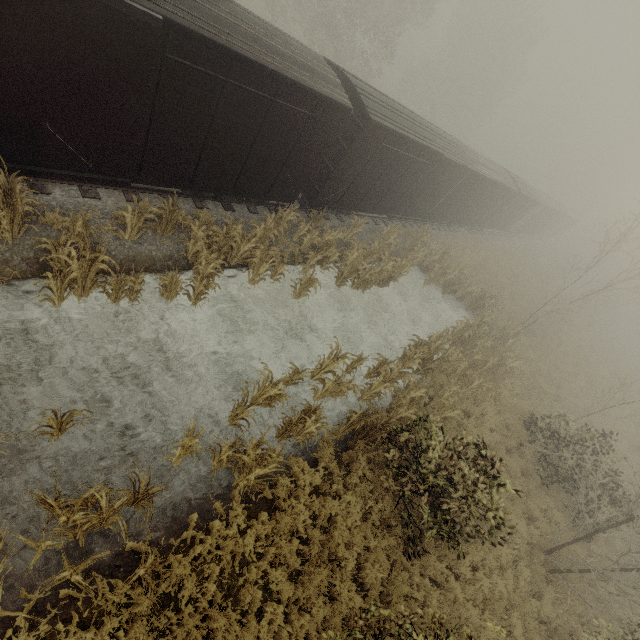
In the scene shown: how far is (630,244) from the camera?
19.4m

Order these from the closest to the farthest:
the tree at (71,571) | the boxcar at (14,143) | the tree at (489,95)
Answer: the tree at (71,571)
the boxcar at (14,143)
the tree at (489,95)

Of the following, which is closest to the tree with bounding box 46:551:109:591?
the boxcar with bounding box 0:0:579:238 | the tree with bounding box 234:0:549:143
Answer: the boxcar with bounding box 0:0:579:238

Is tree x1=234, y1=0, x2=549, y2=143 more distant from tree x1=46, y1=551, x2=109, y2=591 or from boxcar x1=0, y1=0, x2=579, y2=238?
tree x1=46, y1=551, x2=109, y2=591

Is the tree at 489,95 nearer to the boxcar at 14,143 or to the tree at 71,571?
the boxcar at 14,143

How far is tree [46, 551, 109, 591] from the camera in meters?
4.3

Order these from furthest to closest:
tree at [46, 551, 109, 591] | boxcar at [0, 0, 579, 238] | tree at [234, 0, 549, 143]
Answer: tree at [234, 0, 549, 143] < boxcar at [0, 0, 579, 238] < tree at [46, 551, 109, 591]

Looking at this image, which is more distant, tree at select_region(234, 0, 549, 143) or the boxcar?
tree at select_region(234, 0, 549, 143)
